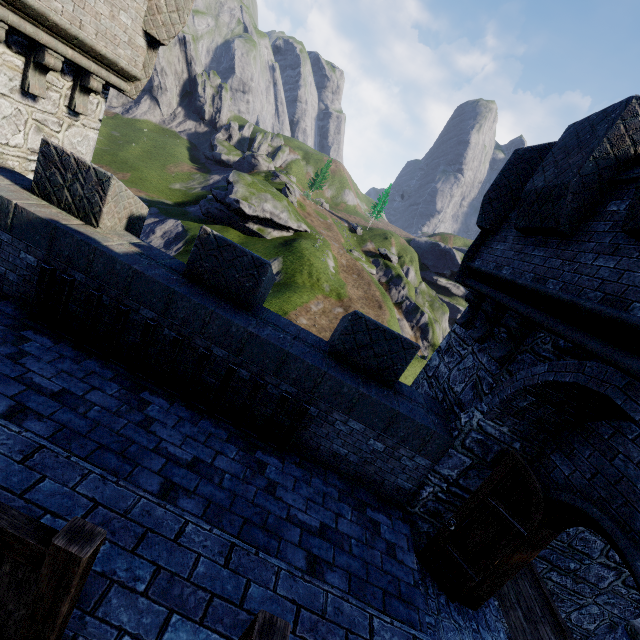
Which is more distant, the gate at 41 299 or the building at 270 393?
the gate at 41 299

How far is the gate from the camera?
5.18m

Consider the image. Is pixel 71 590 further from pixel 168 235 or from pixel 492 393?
pixel 168 235

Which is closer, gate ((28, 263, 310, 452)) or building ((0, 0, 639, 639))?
building ((0, 0, 639, 639))

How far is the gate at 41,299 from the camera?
5.2m
